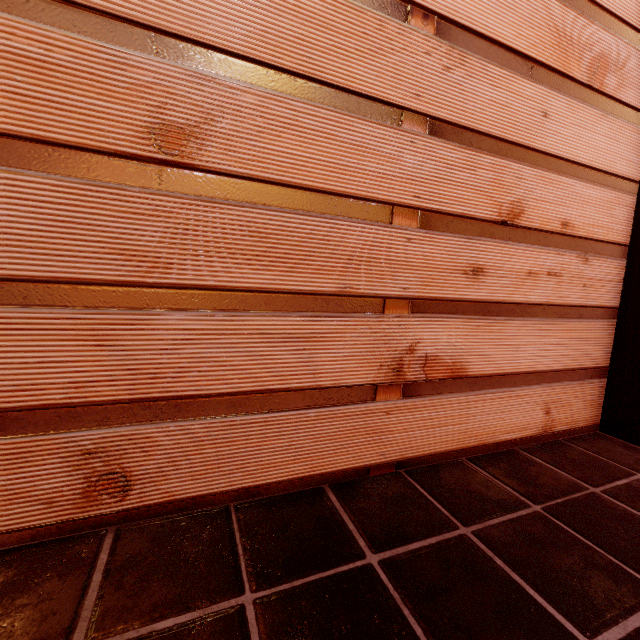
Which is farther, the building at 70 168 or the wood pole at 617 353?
the wood pole at 617 353

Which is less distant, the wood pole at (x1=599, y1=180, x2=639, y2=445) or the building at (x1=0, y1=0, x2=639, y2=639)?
the building at (x1=0, y1=0, x2=639, y2=639)

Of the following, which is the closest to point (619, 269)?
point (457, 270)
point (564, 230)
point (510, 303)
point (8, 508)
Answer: point (564, 230)
